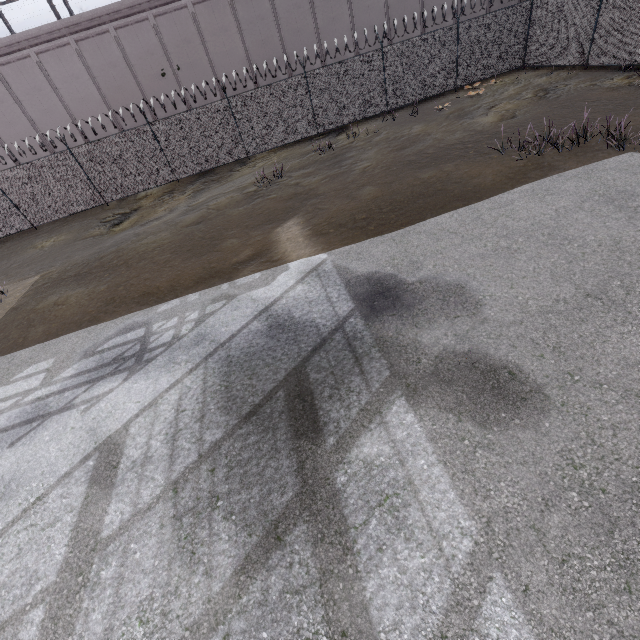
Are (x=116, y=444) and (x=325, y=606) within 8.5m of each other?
yes
